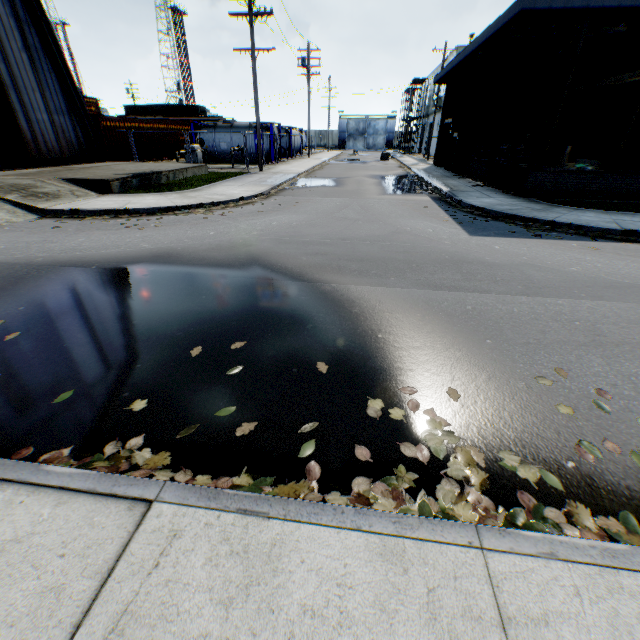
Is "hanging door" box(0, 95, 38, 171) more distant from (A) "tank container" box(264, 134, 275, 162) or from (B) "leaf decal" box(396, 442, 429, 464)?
(A) "tank container" box(264, 134, 275, 162)

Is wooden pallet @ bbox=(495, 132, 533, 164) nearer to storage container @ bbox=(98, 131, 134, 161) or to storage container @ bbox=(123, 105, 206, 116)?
storage container @ bbox=(98, 131, 134, 161)

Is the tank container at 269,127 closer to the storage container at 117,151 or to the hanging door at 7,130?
the storage container at 117,151

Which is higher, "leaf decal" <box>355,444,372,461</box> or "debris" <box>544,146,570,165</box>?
"debris" <box>544,146,570,165</box>

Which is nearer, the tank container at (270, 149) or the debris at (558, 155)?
the debris at (558, 155)

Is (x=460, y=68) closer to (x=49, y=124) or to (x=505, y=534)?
(x=49, y=124)

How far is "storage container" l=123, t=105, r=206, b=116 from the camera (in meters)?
48.66

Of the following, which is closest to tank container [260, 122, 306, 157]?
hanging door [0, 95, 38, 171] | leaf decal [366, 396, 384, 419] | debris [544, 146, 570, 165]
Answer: hanging door [0, 95, 38, 171]
